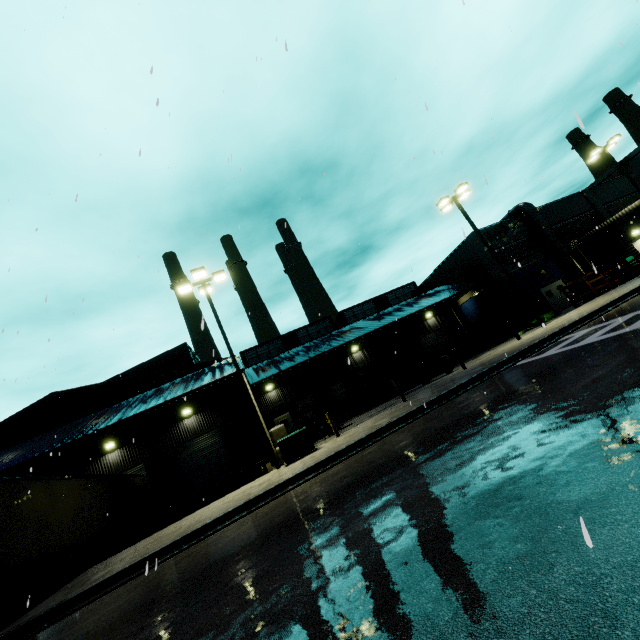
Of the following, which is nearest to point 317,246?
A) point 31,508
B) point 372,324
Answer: point 31,508

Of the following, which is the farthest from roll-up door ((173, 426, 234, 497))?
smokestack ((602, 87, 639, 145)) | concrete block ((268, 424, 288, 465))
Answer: smokestack ((602, 87, 639, 145))

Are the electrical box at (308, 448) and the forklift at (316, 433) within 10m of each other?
yes

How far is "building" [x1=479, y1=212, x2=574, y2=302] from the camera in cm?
2980

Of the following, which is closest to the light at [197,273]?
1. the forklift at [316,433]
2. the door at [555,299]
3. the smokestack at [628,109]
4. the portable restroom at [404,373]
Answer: the forklift at [316,433]

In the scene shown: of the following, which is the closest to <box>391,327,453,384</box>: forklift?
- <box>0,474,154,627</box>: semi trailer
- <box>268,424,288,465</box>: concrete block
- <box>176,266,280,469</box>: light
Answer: <box>0,474,154,627</box>: semi trailer

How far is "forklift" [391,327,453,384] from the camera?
21.44m

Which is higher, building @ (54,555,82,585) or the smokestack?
the smokestack
